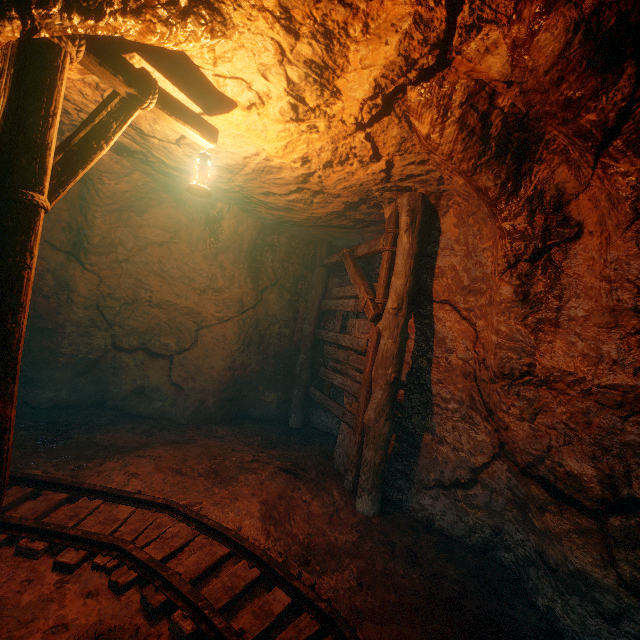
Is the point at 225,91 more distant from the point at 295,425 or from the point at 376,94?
the point at 295,425

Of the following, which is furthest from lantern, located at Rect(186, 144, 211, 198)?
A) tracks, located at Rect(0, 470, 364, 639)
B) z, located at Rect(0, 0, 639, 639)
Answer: tracks, located at Rect(0, 470, 364, 639)

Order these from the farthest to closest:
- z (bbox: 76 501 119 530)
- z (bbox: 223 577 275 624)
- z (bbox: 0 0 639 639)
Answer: z (bbox: 76 501 119 530) → z (bbox: 223 577 275 624) → z (bbox: 0 0 639 639)

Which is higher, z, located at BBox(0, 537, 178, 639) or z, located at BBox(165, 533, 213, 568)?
z, located at BBox(165, 533, 213, 568)

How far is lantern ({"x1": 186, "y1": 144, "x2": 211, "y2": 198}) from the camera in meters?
3.1

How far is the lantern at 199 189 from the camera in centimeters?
311cm

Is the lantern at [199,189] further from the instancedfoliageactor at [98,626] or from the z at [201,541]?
the instancedfoliageactor at [98,626]

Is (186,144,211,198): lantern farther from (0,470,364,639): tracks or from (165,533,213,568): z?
(0,470,364,639): tracks
